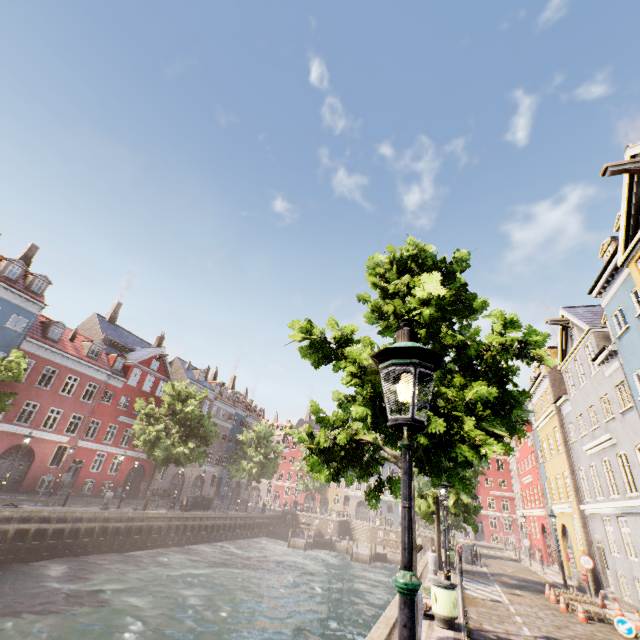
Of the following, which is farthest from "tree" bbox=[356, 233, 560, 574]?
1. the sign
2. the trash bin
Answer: the sign

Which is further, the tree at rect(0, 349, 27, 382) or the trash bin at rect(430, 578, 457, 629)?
the tree at rect(0, 349, 27, 382)

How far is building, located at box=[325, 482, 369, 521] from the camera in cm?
5718

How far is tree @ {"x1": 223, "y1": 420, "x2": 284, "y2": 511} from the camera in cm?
3916

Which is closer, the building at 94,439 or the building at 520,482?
the building at 520,482

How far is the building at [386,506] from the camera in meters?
54.7

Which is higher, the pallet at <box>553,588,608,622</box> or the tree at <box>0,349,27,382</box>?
the tree at <box>0,349,27,382</box>

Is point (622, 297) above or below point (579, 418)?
above
